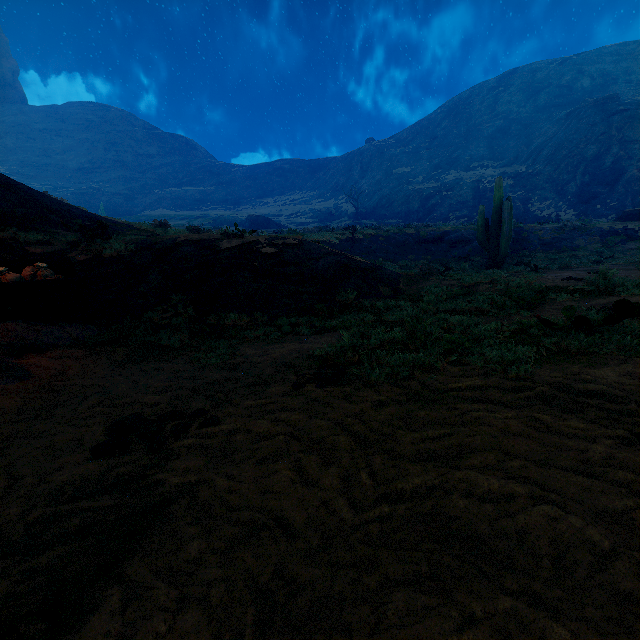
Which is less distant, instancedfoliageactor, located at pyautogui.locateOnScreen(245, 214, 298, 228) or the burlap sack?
the burlap sack

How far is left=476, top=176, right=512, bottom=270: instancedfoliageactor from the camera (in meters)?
14.24

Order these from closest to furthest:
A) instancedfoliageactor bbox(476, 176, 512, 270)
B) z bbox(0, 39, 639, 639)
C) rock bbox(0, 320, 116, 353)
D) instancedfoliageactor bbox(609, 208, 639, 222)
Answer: z bbox(0, 39, 639, 639), rock bbox(0, 320, 116, 353), instancedfoliageactor bbox(476, 176, 512, 270), instancedfoliageactor bbox(609, 208, 639, 222)

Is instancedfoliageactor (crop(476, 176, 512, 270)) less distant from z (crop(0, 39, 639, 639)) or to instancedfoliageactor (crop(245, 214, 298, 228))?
z (crop(0, 39, 639, 639))

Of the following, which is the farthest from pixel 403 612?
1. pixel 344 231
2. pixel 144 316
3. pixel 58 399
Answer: pixel 344 231

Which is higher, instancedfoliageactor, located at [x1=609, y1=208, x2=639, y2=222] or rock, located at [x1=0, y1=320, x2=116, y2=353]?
instancedfoliageactor, located at [x1=609, y1=208, x2=639, y2=222]

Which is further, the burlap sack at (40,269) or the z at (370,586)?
the burlap sack at (40,269)

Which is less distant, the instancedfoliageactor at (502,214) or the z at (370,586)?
the z at (370,586)
